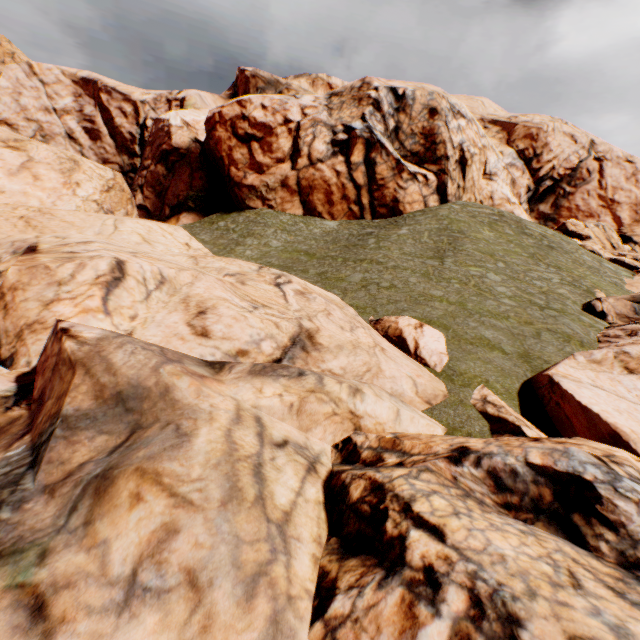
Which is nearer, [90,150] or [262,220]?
[262,220]
